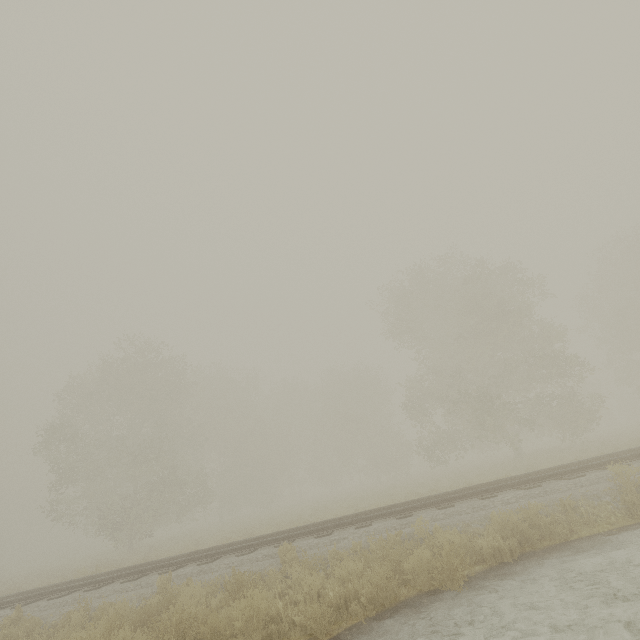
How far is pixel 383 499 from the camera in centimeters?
1870cm
